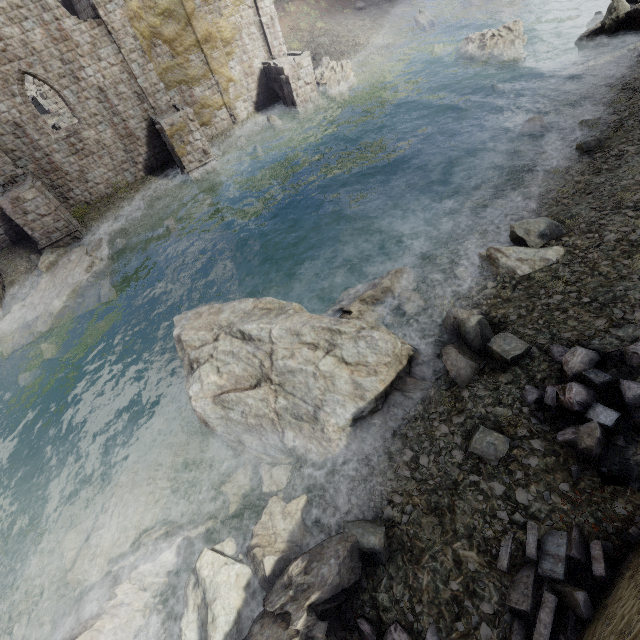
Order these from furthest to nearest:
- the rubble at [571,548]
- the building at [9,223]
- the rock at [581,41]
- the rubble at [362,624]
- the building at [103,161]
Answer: the building at [9,223], the building at [103,161], the rock at [581,41], the rubble at [362,624], the rubble at [571,548]

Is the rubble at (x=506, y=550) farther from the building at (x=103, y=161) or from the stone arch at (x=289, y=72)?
the stone arch at (x=289, y=72)

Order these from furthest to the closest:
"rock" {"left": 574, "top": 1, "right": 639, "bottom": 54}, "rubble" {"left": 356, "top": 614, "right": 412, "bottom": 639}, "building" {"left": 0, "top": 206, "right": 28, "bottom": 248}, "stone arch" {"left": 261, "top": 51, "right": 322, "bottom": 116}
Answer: "stone arch" {"left": 261, "top": 51, "right": 322, "bottom": 116}
"building" {"left": 0, "top": 206, "right": 28, "bottom": 248}
"rock" {"left": 574, "top": 1, "right": 639, "bottom": 54}
"rubble" {"left": 356, "top": 614, "right": 412, "bottom": 639}

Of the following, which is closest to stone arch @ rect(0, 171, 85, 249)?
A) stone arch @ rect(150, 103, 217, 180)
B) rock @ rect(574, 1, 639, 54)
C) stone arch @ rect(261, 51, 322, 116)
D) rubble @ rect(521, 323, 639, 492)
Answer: stone arch @ rect(150, 103, 217, 180)

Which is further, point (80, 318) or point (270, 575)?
point (80, 318)

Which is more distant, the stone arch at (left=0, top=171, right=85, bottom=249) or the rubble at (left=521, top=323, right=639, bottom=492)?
the stone arch at (left=0, top=171, right=85, bottom=249)

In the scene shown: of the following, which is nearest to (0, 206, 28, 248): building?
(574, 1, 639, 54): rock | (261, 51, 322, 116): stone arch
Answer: (261, 51, 322, 116): stone arch
